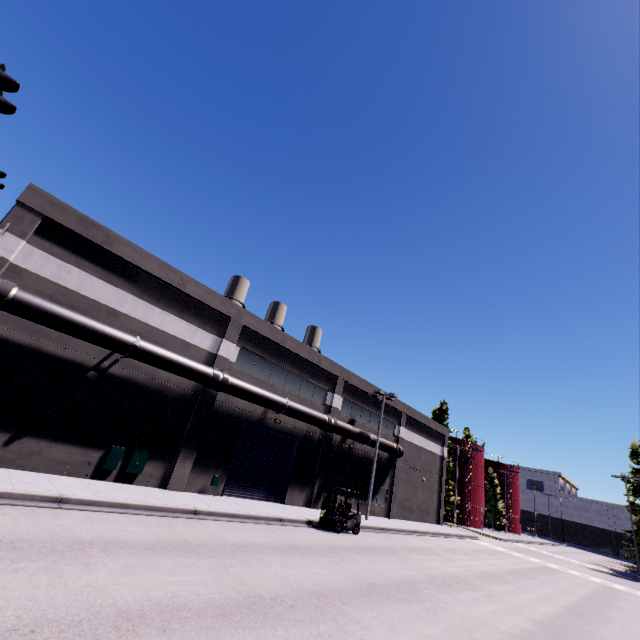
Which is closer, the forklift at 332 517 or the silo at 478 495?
the forklift at 332 517

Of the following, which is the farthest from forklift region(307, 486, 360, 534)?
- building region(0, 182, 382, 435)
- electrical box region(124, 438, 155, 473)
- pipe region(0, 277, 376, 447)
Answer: building region(0, 182, 382, 435)

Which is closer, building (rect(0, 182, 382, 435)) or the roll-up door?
building (rect(0, 182, 382, 435))

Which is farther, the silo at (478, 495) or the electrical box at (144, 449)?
the silo at (478, 495)

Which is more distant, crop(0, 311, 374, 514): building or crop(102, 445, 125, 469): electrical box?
crop(102, 445, 125, 469): electrical box

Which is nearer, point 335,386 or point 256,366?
point 256,366

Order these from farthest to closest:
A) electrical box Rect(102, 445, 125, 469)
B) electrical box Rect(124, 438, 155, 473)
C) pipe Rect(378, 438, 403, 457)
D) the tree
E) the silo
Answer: the tree → the silo → pipe Rect(378, 438, 403, 457) → electrical box Rect(124, 438, 155, 473) → electrical box Rect(102, 445, 125, 469)

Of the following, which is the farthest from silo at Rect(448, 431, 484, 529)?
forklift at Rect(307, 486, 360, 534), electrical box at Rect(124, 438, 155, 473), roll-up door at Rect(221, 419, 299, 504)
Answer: electrical box at Rect(124, 438, 155, 473)
